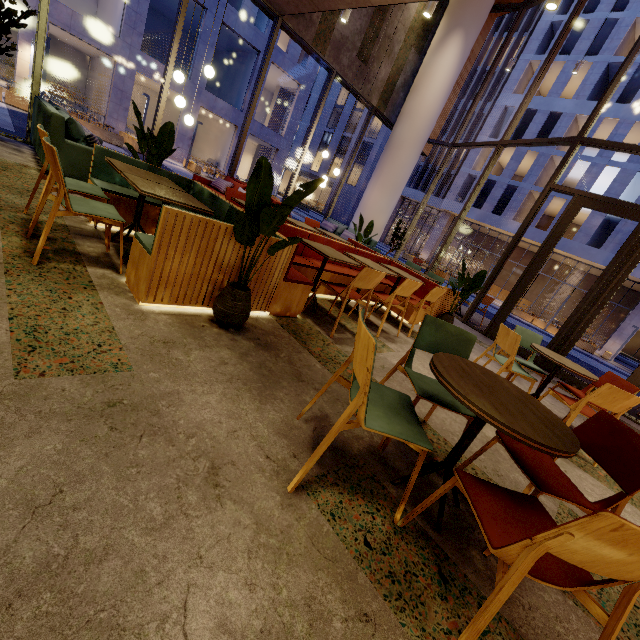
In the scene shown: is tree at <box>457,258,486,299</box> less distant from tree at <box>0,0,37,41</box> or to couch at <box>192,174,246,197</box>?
couch at <box>192,174,246,197</box>

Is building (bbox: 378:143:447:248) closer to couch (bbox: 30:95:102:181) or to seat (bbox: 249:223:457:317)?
seat (bbox: 249:223:457:317)

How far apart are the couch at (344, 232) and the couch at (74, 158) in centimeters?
577cm

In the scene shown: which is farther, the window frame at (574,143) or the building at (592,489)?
the window frame at (574,143)

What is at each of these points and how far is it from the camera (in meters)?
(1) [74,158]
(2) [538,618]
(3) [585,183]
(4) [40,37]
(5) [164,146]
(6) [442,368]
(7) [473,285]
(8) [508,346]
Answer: (1) couch, 4.62
(2) building, 1.48
(3) building, 25.48
(4) window frame, 5.42
(5) tree, 4.27
(6) table, 1.65
(7) tree, 6.04
(8) chair, 3.76

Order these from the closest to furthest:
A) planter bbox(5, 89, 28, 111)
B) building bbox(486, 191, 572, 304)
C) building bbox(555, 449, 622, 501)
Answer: building bbox(555, 449, 622, 501)
planter bbox(5, 89, 28, 111)
building bbox(486, 191, 572, 304)

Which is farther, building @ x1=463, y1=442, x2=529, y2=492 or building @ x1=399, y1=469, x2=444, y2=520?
building @ x1=463, y1=442, x2=529, y2=492

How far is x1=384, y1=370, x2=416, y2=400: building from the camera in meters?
3.1
